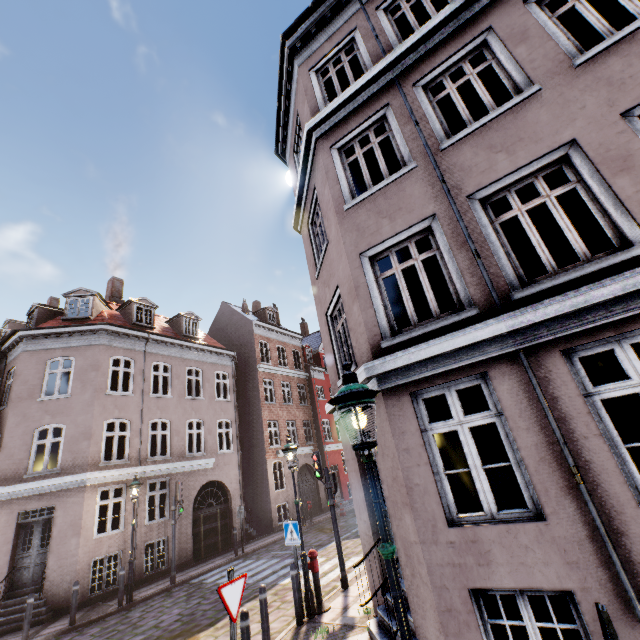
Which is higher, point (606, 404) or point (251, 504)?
point (606, 404)

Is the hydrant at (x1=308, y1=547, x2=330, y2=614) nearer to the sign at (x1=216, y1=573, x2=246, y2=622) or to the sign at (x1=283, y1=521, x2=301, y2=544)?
the sign at (x1=283, y1=521, x2=301, y2=544)

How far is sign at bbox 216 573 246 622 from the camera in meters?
4.3

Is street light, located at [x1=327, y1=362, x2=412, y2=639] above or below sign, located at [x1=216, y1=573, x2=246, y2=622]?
above

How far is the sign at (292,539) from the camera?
7.9m

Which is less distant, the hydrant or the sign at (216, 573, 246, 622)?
the sign at (216, 573, 246, 622)

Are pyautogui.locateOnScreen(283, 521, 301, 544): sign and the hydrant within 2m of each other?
yes

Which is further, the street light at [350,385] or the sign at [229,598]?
the sign at [229,598]
